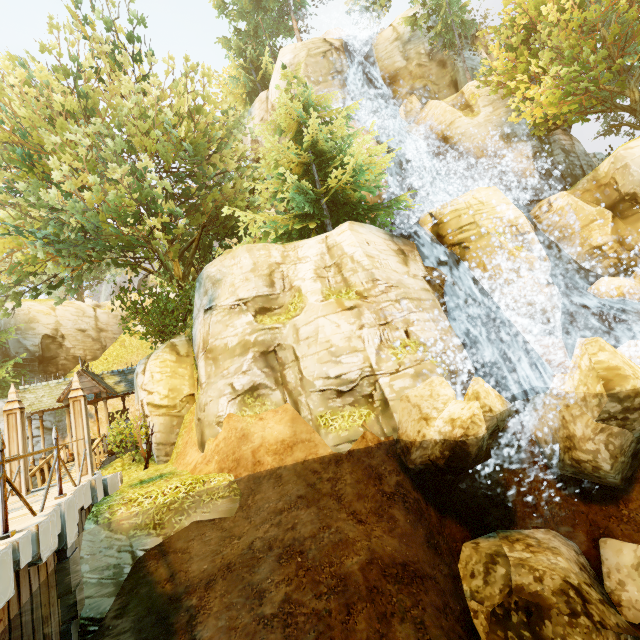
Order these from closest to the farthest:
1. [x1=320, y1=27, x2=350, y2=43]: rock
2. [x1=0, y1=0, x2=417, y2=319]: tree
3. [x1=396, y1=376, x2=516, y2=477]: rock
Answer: [x1=396, y1=376, x2=516, y2=477]: rock, [x1=0, y1=0, x2=417, y2=319]: tree, [x1=320, y1=27, x2=350, y2=43]: rock

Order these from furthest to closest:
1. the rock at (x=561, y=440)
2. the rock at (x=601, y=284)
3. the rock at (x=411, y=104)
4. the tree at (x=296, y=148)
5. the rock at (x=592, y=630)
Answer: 1. the rock at (x=411, y=104)
2. the rock at (x=601, y=284)
3. the tree at (x=296, y=148)
4. the rock at (x=561, y=440)
5. the rock at (x=592, y=630)

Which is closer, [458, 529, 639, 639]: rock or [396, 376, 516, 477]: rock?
[458, 529, 639, 639]: rock

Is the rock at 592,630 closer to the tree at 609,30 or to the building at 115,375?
the tree at 609,30

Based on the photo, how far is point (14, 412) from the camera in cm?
800

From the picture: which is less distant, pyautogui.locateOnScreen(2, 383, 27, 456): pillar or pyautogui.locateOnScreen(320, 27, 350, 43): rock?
pyautogui.locateOnScreen(2, 383, 27, 456): pillar

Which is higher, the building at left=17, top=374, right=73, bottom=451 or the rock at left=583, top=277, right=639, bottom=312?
the building at left=17, top=374, right=73, bottom=451

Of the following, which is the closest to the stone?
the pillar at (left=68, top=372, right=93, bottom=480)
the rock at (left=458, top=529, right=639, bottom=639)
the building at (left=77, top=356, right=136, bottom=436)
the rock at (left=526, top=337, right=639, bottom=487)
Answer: the pillar at (left=68, top=372, right=93, bottom=480)
